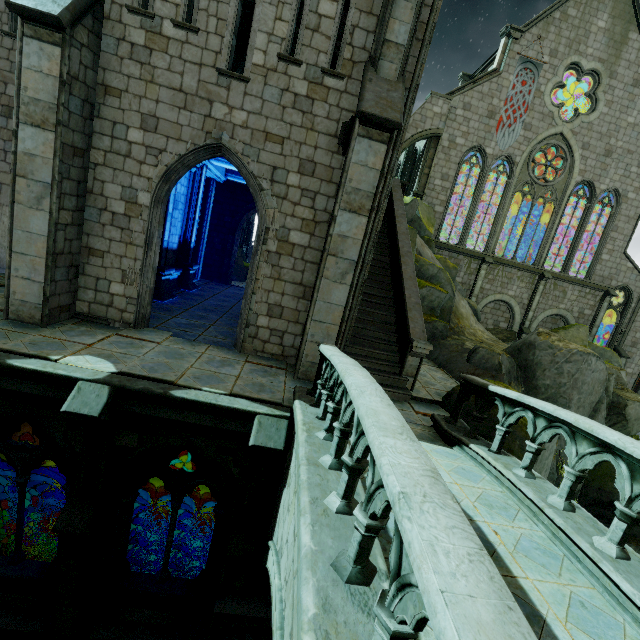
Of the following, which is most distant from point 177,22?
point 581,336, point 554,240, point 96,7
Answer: point 554,240

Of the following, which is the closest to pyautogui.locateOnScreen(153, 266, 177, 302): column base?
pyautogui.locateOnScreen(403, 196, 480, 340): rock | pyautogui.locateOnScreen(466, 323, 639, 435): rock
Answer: pyautogui.locateOnScreen(403, 196, 480, 340): rock

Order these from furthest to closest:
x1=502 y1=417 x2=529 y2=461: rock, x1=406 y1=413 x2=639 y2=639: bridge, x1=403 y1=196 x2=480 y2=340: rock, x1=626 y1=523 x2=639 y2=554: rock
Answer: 1. x1=403 y1=196 x2=480 y2=340: rock
2. x1=626 y1=523 x2=639 y2=554: rock
3. x1=502 y1=417 x2=529 y2=461: rock
4. x1=406 y1=413 x2=639 y2=639: bridge

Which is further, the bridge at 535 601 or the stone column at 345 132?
the stone column at 345 132

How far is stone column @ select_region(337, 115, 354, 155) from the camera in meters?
7.6

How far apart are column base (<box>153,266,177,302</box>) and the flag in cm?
2324

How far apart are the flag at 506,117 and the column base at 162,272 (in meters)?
23.24

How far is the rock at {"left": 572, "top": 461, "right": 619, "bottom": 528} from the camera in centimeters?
1117cm
